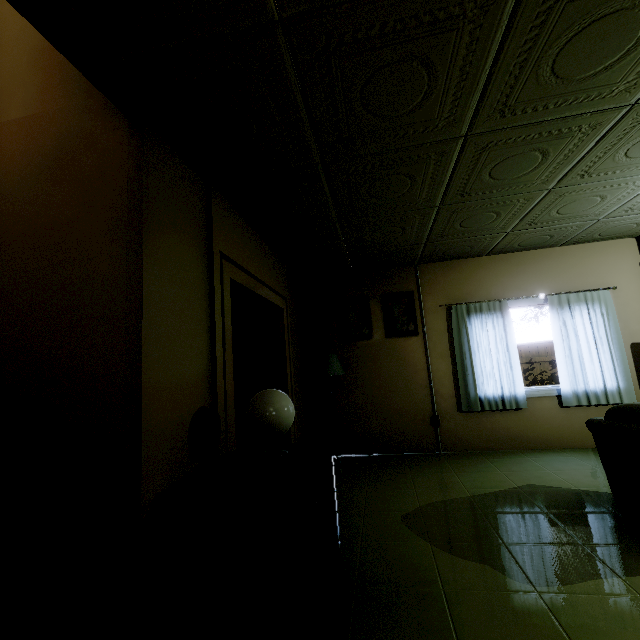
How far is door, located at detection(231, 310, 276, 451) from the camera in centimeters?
400cm

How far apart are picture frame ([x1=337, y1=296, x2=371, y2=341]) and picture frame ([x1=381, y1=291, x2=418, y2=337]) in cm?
18

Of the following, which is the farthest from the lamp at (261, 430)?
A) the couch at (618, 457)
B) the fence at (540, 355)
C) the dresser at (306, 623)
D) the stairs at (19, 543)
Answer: the fence at (540, 355)

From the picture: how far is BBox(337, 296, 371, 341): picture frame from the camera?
5.02m

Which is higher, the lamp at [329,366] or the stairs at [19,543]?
the lamp at [329,366]

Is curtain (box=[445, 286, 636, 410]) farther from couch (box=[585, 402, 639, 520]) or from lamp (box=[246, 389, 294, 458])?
lamp (box=[246, 389, 294, 458])

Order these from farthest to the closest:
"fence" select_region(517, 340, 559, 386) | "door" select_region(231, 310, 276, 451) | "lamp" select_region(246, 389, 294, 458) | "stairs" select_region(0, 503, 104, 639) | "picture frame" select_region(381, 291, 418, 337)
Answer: "fence" select_region(517, 340, 559, 386) → "picture frame" select_region(381, 291, 418, 337) → "door" select_region(231, 310, 276, 451) → "lamp" select_region(246, 389, 294, 458) → "stairs" select_region(0, 503, 104, 639)

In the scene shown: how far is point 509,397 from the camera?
4.5 meters
